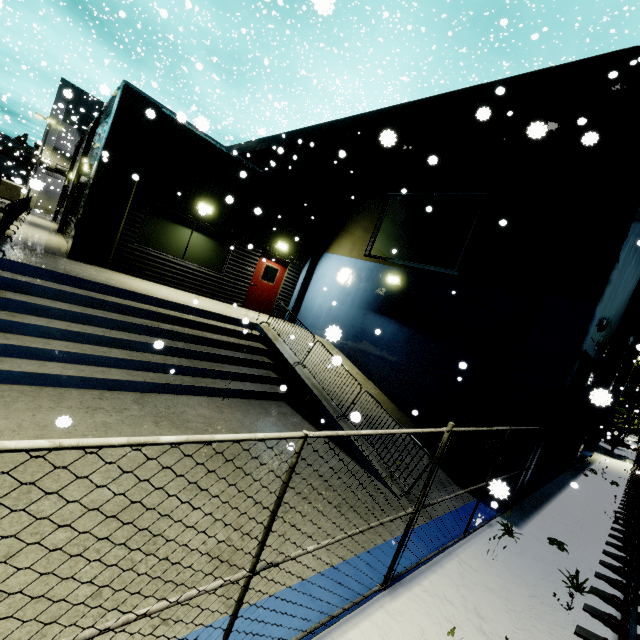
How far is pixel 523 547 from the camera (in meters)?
6.06

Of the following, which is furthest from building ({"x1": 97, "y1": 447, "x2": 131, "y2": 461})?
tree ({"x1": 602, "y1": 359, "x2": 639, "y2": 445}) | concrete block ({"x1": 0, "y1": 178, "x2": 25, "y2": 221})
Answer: tree ({"x1": 602, "y1": 359, "x2": 639, "y2": 445})

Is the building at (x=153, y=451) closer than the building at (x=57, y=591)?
No

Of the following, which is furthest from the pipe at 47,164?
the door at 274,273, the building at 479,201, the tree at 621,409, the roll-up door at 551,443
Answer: the roll-up door at 551,443

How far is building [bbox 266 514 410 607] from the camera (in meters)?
3.48

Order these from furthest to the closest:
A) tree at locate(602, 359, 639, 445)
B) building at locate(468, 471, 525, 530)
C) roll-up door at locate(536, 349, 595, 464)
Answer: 1. tree at locate(602, 359, 639, 445)
2. roll-up door at locate(536, 349, 595, 464)
3. building at locate(468, 471, 525, 530)
